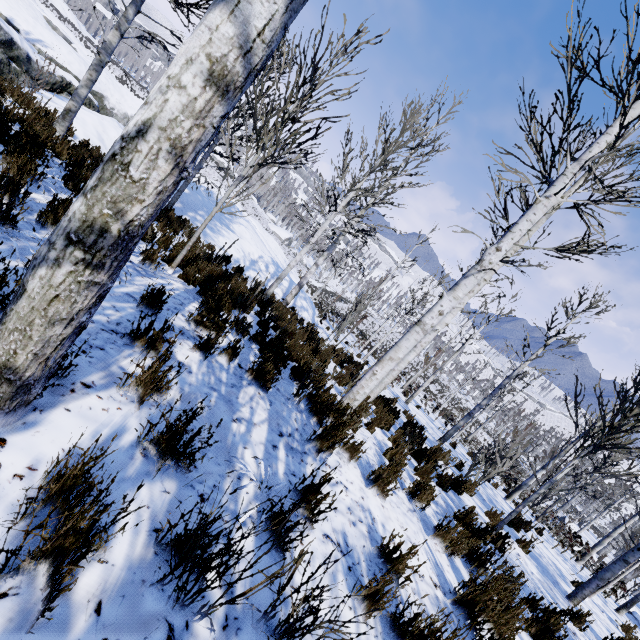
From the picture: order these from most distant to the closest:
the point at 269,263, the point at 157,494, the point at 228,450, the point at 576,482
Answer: the point at 269,263
the point at 576,482
the point at 228,450
the point at 157,494

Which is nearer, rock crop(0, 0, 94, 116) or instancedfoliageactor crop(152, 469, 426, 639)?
instancedfoliageactor crop(152, 469, 426, 639)

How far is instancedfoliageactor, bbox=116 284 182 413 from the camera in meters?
2.1 m

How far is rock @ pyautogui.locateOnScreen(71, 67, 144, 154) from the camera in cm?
980

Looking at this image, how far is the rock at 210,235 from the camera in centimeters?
1318cm

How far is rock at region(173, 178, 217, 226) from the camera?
12.2 meters

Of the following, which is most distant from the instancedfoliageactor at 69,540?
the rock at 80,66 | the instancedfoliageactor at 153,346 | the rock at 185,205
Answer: the rock at 80,66
